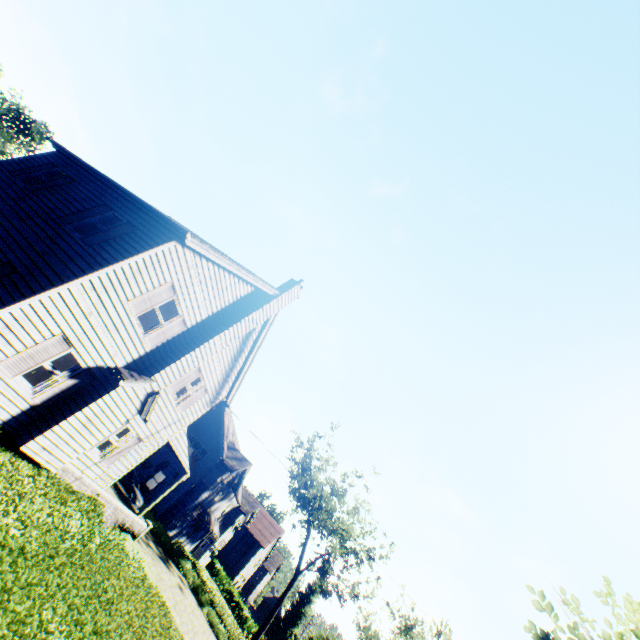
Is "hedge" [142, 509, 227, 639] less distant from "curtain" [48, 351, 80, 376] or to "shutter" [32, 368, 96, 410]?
"shutter" [32, 368, 96, 410]

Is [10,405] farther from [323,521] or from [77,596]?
[323,521]

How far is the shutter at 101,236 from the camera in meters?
10.2

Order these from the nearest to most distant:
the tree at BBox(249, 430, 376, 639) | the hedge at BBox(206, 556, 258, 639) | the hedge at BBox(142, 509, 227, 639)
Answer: the hedge at BBox(142, 509, 227, 639)
the tree at BBox(249, 430, 376, 639)
the hedge at BBox(206, 556, 258, 639)

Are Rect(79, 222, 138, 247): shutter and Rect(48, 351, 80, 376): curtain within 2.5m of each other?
no

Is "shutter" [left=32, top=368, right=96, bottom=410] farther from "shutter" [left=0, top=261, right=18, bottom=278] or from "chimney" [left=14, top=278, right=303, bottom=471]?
"shutter" [left=0, top=261, right=18, bottom=278]

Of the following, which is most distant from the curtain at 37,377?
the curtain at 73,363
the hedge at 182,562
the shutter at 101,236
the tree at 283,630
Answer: the hedge at 182,562

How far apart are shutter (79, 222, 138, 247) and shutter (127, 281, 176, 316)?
1.95m
